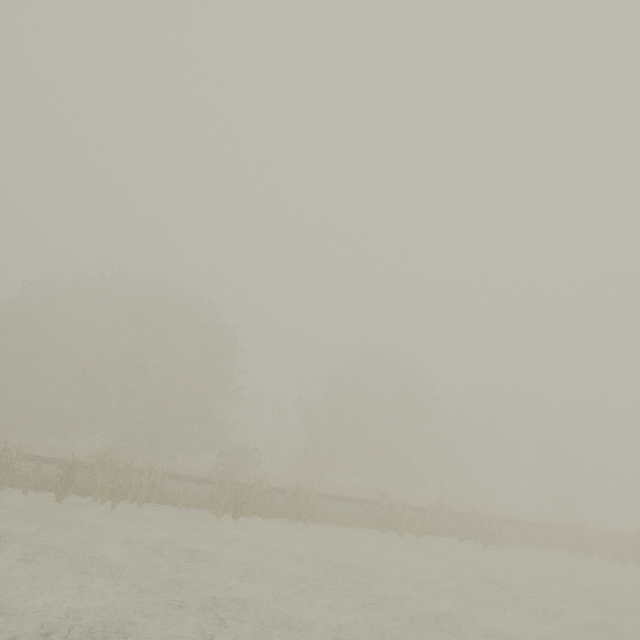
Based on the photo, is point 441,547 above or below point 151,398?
below
